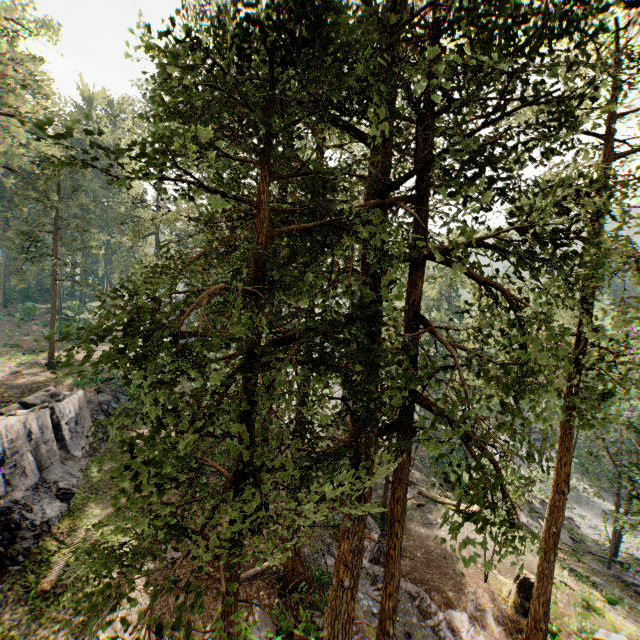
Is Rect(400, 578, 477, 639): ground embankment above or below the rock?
below

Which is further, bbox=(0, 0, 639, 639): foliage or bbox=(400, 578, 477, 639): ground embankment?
bbox=(400, 578, 477, 639): ground embankment

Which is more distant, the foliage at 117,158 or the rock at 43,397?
the rock at 43,397

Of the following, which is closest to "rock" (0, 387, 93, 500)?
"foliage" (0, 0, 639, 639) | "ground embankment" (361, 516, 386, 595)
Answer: "foliage" (0, 0, 639, 639)

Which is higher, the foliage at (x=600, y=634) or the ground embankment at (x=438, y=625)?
the ground embankment at (x=438, y=625)

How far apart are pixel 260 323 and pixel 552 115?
8.81m

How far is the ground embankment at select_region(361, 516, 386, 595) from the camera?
16.3m
